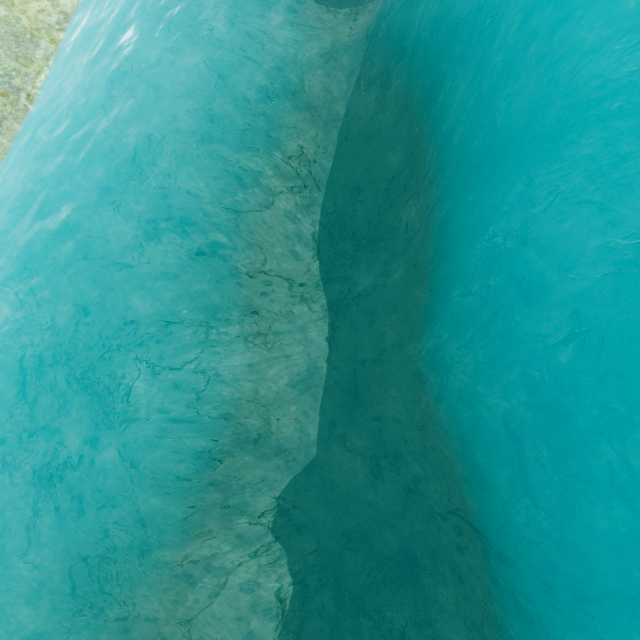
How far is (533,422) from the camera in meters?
4.0
